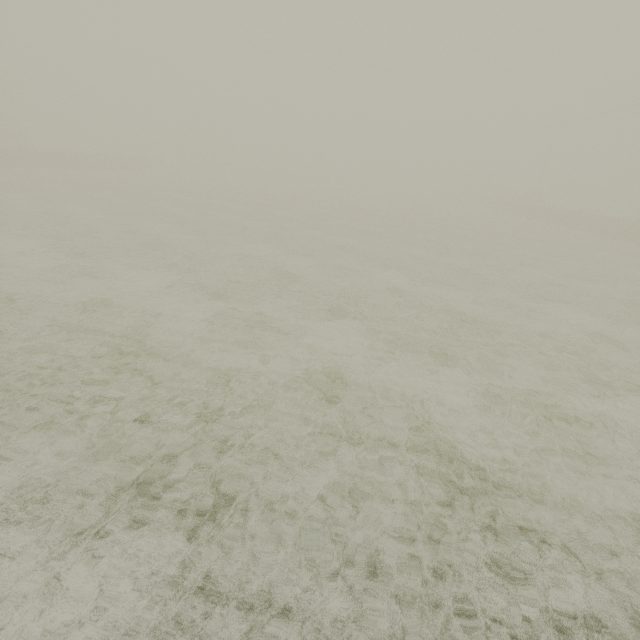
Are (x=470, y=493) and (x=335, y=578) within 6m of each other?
yes
